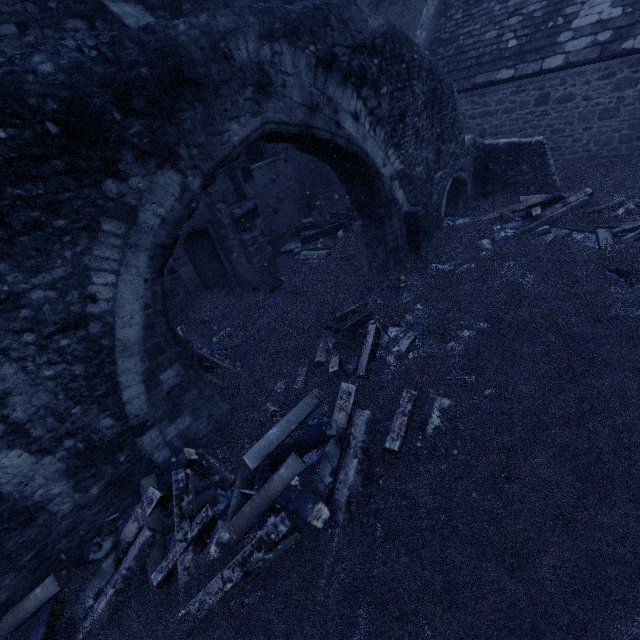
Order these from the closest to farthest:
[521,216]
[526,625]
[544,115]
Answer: [526,625] < [521,216] < [544,115]

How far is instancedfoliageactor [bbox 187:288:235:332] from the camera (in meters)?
7.69

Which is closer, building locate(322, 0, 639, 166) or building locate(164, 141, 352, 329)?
building locate(164, 141, 352, 329)

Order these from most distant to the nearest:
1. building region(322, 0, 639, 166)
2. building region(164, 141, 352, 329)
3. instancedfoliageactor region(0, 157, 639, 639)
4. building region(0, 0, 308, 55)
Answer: building region(322, 0, 639, 166) < building region(164, 141, 352, 329) < building region(0, 0, 308, 55) < instancedfoliageactor region(0, 157, 639, 639)

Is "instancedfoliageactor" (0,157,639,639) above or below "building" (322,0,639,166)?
below

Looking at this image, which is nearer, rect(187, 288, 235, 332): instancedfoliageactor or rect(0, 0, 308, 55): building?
rect(0, 0, 308, 55): building

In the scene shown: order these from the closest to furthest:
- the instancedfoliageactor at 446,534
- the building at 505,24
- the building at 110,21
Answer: the instancedfoliageactor at 446,534 < the building at 110,21 < the building at 505,24

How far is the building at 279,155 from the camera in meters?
7.4
